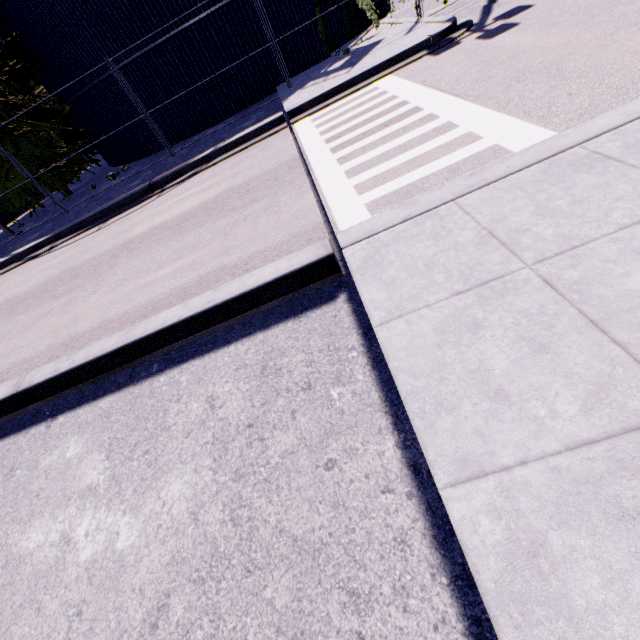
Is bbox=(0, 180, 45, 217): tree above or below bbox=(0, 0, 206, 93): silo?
below

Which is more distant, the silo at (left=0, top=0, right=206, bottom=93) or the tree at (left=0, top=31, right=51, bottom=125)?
the tree at (left=0, top=31, right=51, bottom=125)

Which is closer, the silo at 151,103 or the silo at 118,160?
the silo at 151,103

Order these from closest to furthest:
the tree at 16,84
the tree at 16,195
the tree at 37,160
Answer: the tree at 16,84
the tree at 37,160
the tree at 16,195

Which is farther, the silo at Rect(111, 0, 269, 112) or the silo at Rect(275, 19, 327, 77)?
the silo at Rect(275, 19, 327, 77)

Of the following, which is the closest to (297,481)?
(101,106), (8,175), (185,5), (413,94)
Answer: (413,94)

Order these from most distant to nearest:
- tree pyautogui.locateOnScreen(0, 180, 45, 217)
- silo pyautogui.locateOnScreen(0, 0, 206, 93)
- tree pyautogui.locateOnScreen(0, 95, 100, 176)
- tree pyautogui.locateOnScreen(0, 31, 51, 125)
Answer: tree pyautogui.locateOnScreen(0, 180, 45, 217), tree pyautogui.locateOnScreen(0, 95, 100, 176), tree pyautogui.locateOnScreen(0, 31, 51, 125), silo pyautogui.locateOnScreen(0, 0, 206, 93)
